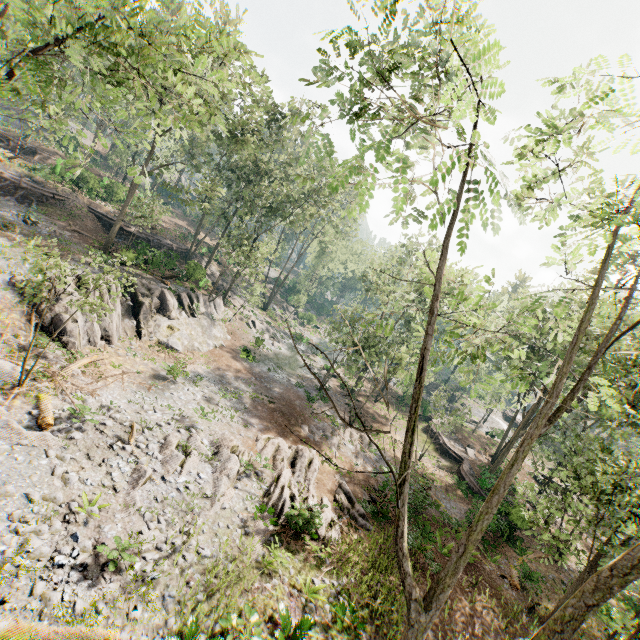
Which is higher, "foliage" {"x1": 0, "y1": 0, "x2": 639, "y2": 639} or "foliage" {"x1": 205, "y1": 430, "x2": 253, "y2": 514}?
"foliage" {"x1": 0, "y1": 0, "x2": 639, "y2": 639}

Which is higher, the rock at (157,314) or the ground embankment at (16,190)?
the ground embankment at (16,190)

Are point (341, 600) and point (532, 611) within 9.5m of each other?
no

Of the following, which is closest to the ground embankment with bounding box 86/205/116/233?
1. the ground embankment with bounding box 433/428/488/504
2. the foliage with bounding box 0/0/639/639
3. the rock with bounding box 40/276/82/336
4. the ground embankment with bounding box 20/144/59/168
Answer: the foliage with bounding box 0/0/639/639

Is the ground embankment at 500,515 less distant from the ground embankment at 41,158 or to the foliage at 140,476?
the foliage at 140,476

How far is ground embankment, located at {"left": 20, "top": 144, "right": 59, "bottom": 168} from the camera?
38.0m

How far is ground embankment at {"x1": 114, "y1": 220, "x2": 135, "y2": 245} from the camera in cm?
3497

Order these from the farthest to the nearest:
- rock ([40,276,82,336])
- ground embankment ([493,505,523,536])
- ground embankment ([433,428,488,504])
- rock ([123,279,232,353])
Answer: ground embankment ([433,428,488,504]) → rock ([123,279,232,353]) → ground embankment ([493,505,523,536]) → rock ([40,276,82,336])
